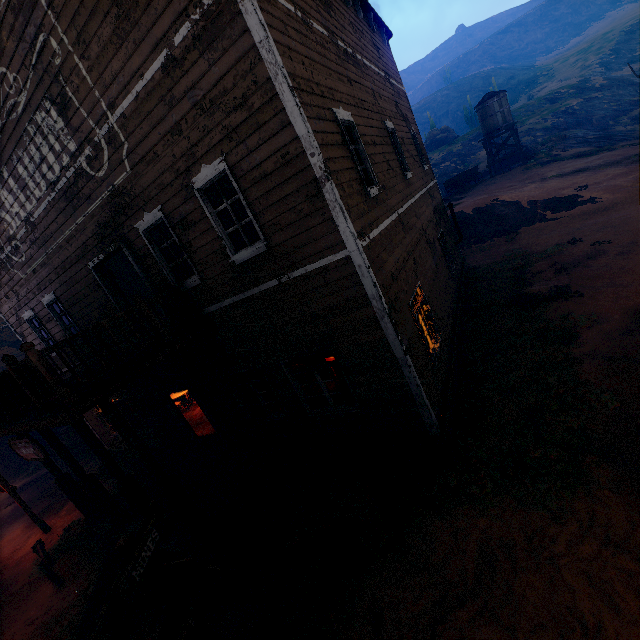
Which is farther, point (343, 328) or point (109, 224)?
point (109, 224)

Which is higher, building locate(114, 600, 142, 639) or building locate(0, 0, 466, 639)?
building locate(0, 0, 466, 639)

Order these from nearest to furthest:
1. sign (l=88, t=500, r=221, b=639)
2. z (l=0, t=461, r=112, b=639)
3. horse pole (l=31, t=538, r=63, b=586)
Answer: sign (l=88, t=500, r=221, b=639) → z (l=0, t=461, r=112, b=639) → horse pole (l=31, t=538, r=63, b=586)

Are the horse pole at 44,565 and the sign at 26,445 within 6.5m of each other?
yes

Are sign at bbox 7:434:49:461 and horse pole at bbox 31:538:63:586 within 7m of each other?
yes

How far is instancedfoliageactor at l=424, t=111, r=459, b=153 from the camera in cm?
4894

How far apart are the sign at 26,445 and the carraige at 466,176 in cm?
3319

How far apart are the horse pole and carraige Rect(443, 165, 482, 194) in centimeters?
3470cm
